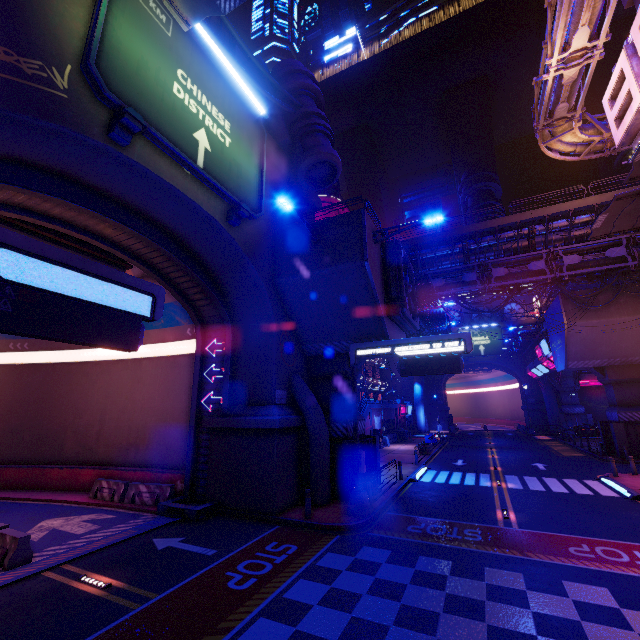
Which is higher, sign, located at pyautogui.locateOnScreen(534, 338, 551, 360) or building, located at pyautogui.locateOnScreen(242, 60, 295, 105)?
building, located at pyautogui.locateOnScreen(242, 60, 295, 105)

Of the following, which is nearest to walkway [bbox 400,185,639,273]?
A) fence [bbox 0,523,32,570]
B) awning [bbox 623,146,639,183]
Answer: awning [bbox 623,146,639,183]

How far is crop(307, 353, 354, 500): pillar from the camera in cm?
1564

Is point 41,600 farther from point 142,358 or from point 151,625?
point 142,358

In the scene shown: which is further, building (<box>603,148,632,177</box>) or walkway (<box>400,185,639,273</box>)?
building (<box>603,148,632,177</box>)

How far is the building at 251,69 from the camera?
19.0m

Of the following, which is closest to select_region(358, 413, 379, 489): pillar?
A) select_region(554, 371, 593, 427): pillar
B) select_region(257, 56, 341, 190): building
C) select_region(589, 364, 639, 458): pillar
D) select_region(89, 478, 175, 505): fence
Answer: select_region(89, 478, 175, 505): fence
